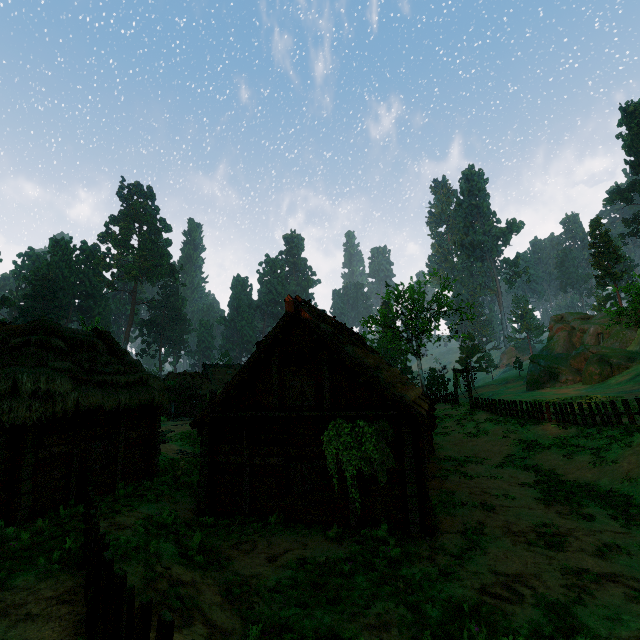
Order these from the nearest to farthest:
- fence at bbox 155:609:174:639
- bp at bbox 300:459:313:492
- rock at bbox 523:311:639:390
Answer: fence at bbox 155:609:174:639 → bp at bbox 300:459:313:492 → rock at bbox 523:311:639:390

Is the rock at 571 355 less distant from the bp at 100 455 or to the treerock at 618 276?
the treerock at 618 276

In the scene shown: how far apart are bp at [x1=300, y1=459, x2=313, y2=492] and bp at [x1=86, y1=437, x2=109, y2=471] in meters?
7.3

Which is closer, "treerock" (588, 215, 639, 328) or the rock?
"treerock" (588, 215, 639, 328)

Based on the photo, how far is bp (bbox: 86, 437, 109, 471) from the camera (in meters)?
11.52

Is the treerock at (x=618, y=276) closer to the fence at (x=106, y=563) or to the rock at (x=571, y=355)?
the rock at (x=571, y=355)

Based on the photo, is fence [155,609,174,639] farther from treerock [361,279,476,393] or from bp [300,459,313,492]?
bp [300,459,313,492]

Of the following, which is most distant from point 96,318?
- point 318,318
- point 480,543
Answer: point 480,543
